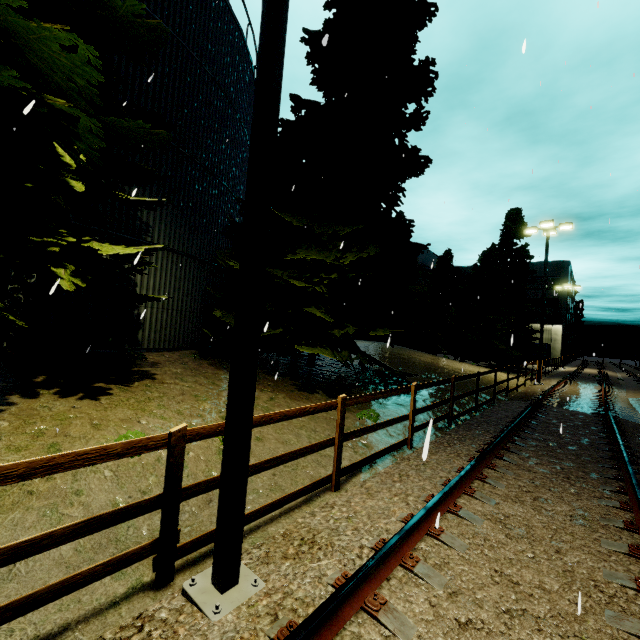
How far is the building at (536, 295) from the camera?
48.5m

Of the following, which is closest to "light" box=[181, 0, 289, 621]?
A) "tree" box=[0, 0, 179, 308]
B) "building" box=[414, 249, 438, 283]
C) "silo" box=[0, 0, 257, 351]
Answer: "tree" box=[0, 0, 179, 308]

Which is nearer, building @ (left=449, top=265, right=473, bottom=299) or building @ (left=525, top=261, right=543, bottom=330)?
building @ (left=525, top=261, right=543, bottom=330)

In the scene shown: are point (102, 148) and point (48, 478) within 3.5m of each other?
no

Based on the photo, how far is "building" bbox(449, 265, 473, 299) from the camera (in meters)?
55.62

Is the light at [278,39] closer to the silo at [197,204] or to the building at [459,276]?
the silo at [197,204]

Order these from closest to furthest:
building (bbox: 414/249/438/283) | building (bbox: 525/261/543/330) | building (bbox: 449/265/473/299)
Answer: building (bbox: 414/249/438/283) < building (bbox: 525/261/543/330) < building (bbox: 449/265/473/299)
